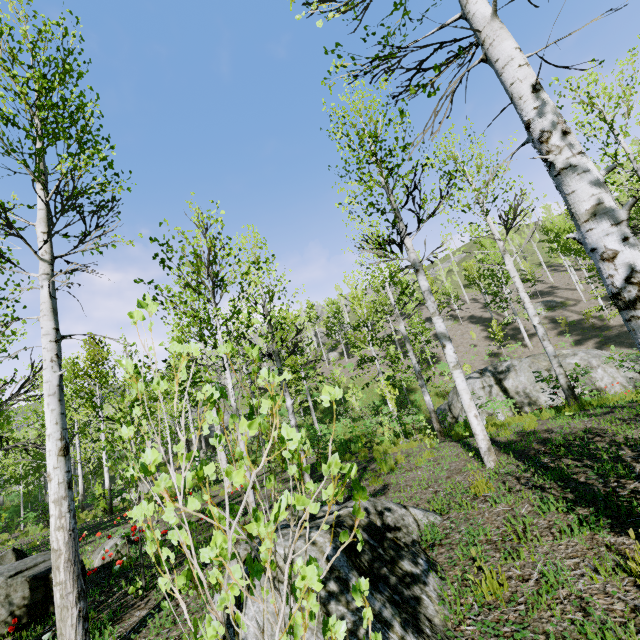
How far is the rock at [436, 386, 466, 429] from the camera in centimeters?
1694cm

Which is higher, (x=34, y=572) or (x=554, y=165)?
(x=554, y=165)

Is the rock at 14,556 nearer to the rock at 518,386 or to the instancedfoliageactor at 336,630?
the instancedfoliageactor at 336,630

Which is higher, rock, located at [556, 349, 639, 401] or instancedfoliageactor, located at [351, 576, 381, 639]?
instancedfoliageactor, located at [351, 576, 381, 639]

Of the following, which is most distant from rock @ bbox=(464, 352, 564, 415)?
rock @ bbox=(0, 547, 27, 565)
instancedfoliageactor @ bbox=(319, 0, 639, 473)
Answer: rock @ bbox=(0, 547, 27, 565)

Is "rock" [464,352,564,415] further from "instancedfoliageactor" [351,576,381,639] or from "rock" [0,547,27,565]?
"rock" [0,547,27,565]

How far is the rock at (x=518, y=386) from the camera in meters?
14.4
